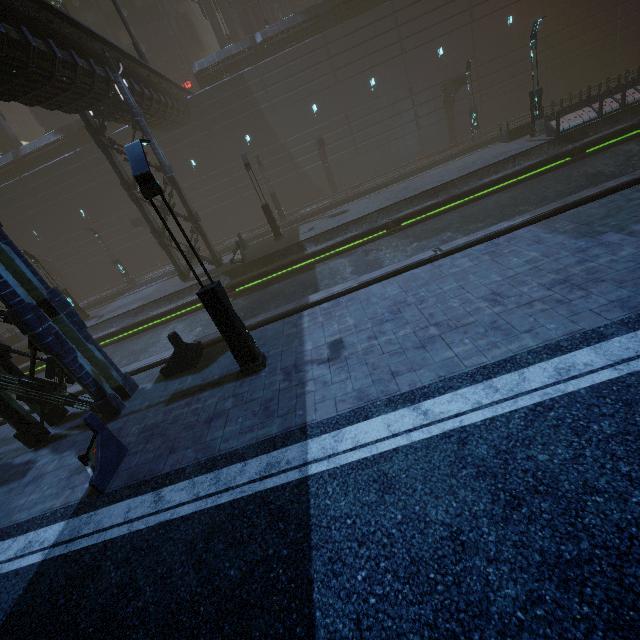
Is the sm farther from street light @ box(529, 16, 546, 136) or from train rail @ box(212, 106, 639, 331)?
street light @ box(529, 16, 546, 136)

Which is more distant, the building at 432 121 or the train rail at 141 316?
the train rail at 141 316

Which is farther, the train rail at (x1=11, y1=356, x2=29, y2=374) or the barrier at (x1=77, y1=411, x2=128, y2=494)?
the train rail at (x1=11, y1=356, x2=29, y2=374)

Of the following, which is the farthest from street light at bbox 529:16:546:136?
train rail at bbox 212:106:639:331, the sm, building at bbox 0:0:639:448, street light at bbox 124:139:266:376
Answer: the sm

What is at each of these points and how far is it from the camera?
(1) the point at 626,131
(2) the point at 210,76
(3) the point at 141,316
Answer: (1) train rail, 16.3 meters
(2) building, 27.6 meters
(3) train rail, 20.5 meters

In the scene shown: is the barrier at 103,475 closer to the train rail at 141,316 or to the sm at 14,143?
the train rail at 141,316

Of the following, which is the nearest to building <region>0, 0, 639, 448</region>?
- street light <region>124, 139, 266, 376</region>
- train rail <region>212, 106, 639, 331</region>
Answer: train rail <region>212, 106, 639, 331</region>

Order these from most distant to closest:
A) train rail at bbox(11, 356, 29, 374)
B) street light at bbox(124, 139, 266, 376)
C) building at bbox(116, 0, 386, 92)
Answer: building at bbox(116, 0, 386, 92) < train rail at bbox(11, 356, 29, 374) < street light at bbox(124, 139, 266, 376)
